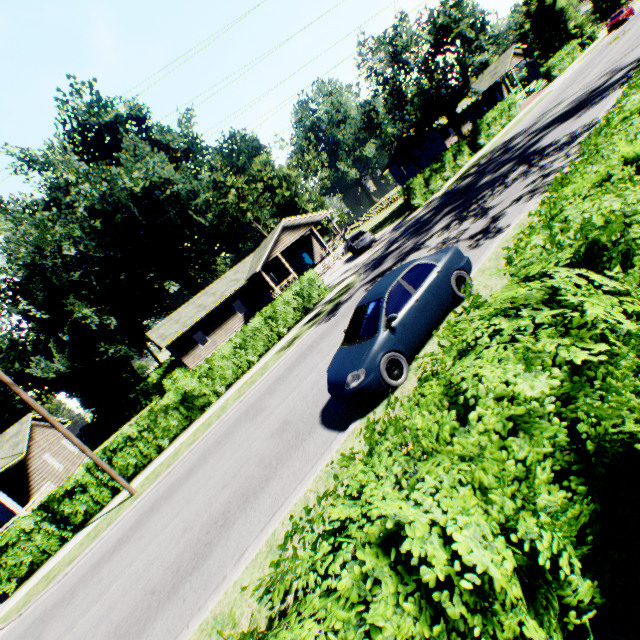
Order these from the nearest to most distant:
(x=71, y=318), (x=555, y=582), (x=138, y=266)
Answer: (x=555, y=582) → (x=71, y=318) → (x=138, y=266)

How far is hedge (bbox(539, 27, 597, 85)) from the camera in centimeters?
3962cm

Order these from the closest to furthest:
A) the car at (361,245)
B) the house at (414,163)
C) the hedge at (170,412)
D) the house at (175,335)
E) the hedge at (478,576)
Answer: the hedge at (478,576) → the hedge at (170,412) → the car at (361,245) → the house at (175,335) → the house at (414,163)

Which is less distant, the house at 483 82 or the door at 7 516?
the door at 7 516

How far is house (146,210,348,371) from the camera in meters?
31.0

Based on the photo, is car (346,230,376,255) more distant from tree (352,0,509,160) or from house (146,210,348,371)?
tree (352,0,509,160)

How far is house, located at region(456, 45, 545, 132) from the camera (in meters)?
43.72

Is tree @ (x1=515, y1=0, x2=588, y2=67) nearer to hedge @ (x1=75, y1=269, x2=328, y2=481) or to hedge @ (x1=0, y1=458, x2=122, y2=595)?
hedge @ (x1=75, y1=269, x2=328, y2=481)
